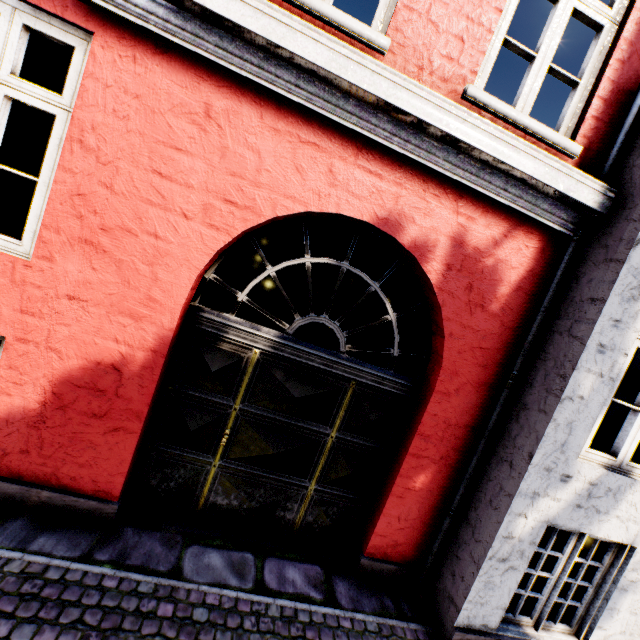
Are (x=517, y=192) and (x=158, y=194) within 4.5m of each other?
yes
